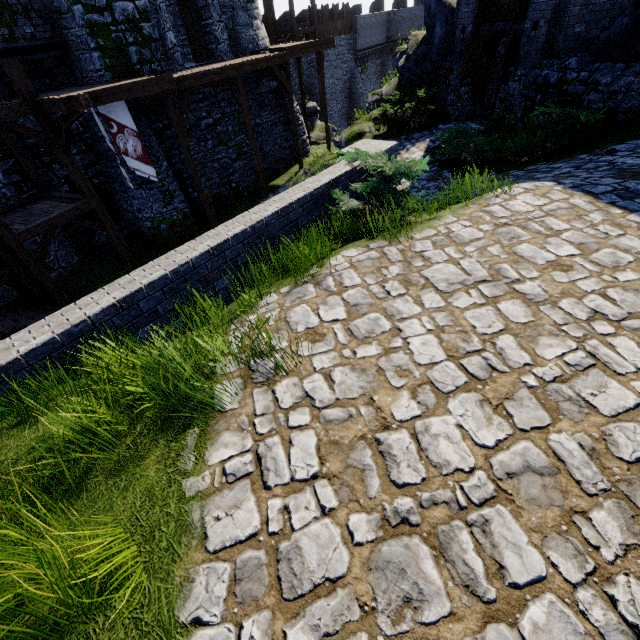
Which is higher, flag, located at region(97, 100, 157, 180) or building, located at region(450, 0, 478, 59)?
building, located at region(450, 0, 478, 59)

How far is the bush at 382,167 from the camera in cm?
499

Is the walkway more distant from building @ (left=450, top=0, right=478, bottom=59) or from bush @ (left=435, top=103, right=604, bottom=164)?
bush @ (left=435, top=103, right=604, bottom=164)

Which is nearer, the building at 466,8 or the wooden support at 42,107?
the wooden support at 42,107

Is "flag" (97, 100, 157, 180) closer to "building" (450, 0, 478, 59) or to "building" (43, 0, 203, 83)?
"building" (43, 0, 203, 83)

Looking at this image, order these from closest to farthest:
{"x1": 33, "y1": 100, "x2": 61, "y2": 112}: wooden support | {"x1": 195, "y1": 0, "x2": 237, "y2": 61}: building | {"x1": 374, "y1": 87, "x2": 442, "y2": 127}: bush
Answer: {"x1": 33, "y1": 100, "x2": 61, "y2": 112}: wooden support, {"x1": 374, "y1": 87, "x2": 442, "y2": 127}: bush, {"x1": 195, "y1": 0, "x2": 237, "y2": 61}: building

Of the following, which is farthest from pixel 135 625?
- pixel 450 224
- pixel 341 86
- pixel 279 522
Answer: pixel 341 86

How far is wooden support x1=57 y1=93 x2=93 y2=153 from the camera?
9.1 meters
